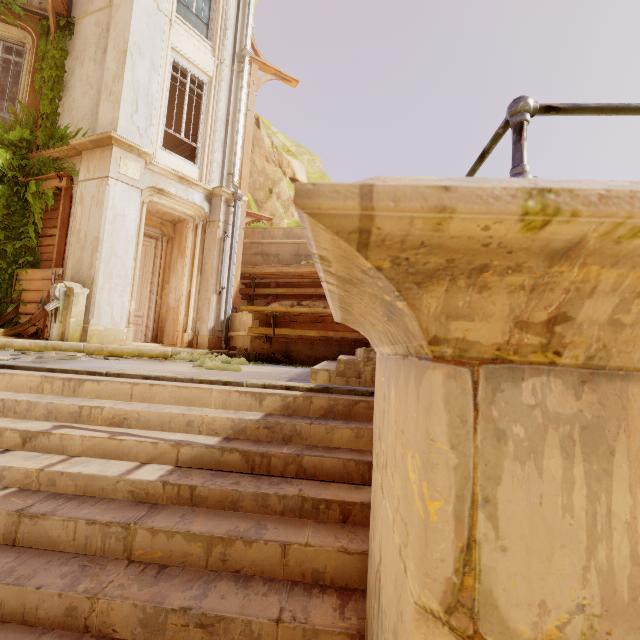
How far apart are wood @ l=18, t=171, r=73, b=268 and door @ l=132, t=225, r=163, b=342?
1.5m

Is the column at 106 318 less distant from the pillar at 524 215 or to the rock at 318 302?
the rock at 318 302

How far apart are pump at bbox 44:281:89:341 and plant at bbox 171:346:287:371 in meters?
1.9

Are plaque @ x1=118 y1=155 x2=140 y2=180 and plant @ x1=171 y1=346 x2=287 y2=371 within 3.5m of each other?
no

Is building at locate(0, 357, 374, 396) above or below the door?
below

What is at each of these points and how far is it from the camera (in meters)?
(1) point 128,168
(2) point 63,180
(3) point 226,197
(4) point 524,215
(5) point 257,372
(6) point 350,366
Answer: (1) plaque, 7.18
(2) wood, 7.45
(3) column, 9.14
(4) pillar, 0.41
(5) building, 4.82
(6) stairs, 3.67

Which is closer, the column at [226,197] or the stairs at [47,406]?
the stairs at [47,406]

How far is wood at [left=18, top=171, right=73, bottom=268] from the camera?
7.45m
